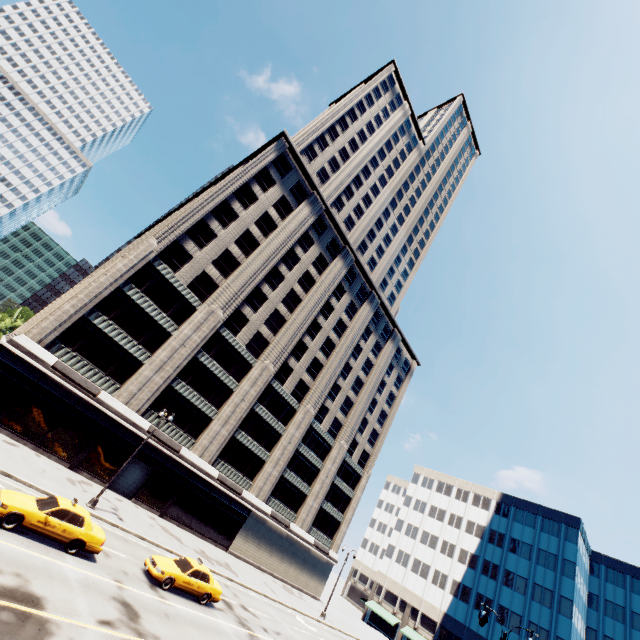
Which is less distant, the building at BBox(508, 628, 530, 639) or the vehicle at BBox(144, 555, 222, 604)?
the vehicle at BBox(144, 555, 222, 604)

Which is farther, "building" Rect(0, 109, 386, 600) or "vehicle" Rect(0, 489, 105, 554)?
"building" Rect(0, 109, 386, 600)

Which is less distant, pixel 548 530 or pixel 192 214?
pixel 192 214

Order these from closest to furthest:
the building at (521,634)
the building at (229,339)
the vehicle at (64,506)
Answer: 1. the vehicle at (64,506)
2. the building at (229,339)
3. the building at (521,634)

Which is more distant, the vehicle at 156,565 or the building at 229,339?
the building at 229,339

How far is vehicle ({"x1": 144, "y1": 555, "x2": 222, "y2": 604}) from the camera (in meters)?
17.44

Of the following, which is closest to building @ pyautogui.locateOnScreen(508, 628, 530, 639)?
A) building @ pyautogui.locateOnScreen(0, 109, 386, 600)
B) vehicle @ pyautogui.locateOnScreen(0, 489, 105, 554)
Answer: building @ pyautogui.locateOnScreen(0, 109, 386, 600)

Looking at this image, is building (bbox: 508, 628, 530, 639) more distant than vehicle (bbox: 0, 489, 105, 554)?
Yes
